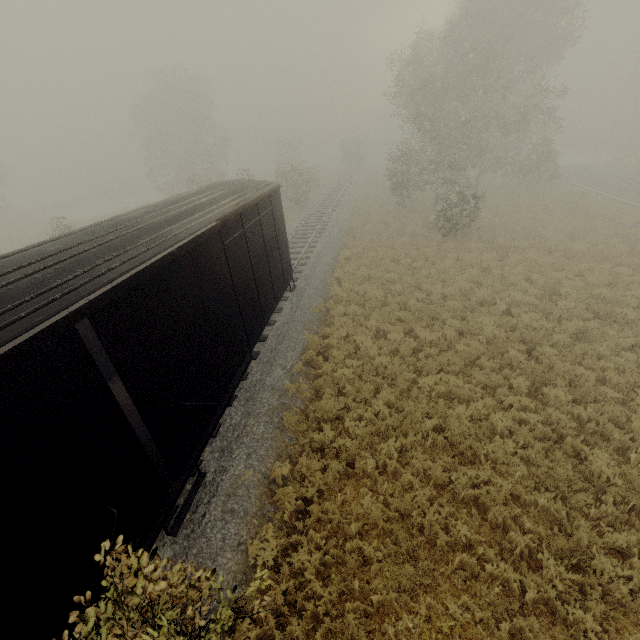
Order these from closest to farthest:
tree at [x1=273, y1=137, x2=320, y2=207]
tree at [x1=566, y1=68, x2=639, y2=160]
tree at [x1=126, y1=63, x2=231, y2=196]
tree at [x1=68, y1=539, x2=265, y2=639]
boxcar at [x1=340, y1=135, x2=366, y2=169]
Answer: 1. tree at [x1=68, y1=539, x2=265, y2=639]
2. tree at [x1=273, y1=137, x2=320, y2=207]
3. tree at [x1=126, y1=63, x2=231, y2=196]
4. tree at [x1=566, y1=68, x2=639, y2=160]
5. boxcar at [x1=340, y1=135, x2=366, y2=169]

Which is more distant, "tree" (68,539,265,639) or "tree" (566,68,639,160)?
"tree" (566,68,639,160)

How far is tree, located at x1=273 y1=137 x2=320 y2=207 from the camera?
31.0 meters

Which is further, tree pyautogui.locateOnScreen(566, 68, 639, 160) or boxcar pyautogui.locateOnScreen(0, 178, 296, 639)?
tree pyautogui.locateOnScreen(566, 68, 639, 160)

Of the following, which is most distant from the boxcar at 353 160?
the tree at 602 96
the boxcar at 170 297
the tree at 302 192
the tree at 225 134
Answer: the boxcar at 170 297

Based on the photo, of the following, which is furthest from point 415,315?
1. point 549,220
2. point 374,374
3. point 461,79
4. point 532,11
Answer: point 532,11

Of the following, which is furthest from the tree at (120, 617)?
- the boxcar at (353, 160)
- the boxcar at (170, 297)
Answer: the boxcar at (353, 160)

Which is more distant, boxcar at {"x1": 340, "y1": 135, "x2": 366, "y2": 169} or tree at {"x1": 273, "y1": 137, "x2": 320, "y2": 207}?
boxcar at {"x1": 340, "y1": 135, "x2": 366, "y2": 169}
